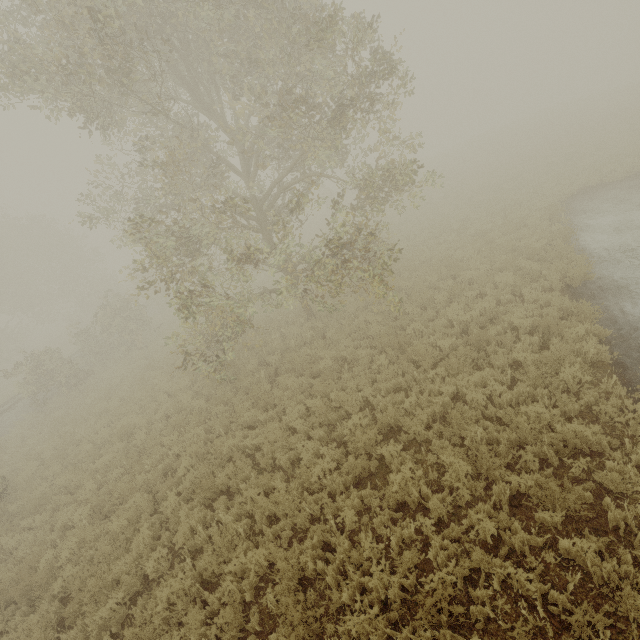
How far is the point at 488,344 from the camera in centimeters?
906cm
